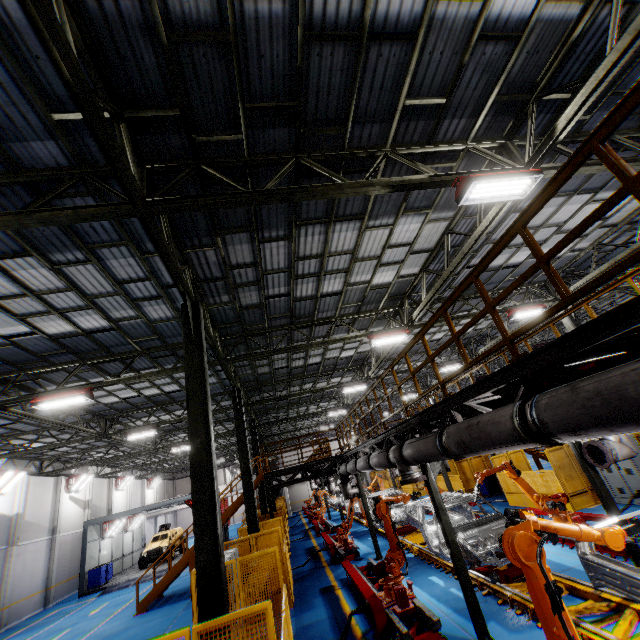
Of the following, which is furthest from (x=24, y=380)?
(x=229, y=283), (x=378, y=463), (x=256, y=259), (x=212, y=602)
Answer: (x=378, y=463)

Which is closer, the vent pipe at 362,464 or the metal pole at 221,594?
the metal pole at 221,594

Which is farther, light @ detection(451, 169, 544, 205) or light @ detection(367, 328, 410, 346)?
light @ detection(367, 328, 410, 346)

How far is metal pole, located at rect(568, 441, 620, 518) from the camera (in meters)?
7.19

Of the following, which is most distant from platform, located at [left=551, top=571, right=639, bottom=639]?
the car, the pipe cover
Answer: the car

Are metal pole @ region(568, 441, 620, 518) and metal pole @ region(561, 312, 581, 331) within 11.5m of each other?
yes

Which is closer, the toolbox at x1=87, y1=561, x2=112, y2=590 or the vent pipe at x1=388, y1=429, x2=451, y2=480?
the vent pipe at x1=388, y1=429, x2=451, y2=480

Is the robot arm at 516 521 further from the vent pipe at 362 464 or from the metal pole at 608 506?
the metal pole at 608 506
